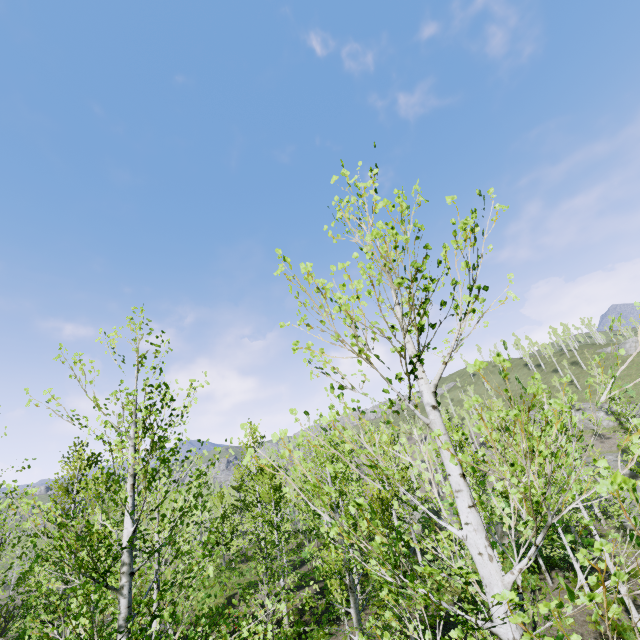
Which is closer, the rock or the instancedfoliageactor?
the instancedfoliageactor

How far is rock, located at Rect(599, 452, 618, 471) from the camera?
39.0 meters

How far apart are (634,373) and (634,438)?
79.7m

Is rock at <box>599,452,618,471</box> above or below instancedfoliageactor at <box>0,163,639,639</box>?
below

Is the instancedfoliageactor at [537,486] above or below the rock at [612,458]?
above

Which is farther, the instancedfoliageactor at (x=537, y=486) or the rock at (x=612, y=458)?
the rock at (x=612, y=458)
